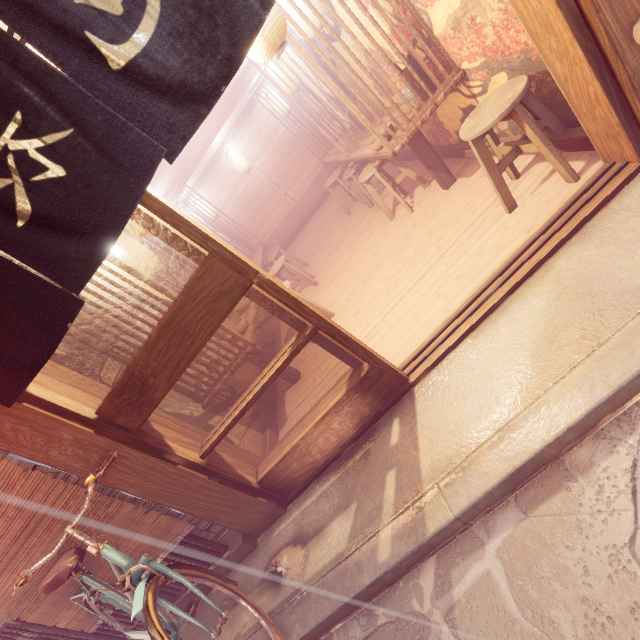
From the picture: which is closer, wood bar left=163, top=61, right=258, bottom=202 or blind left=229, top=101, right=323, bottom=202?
wood bar left=163, top=61, right=258, bottom=202

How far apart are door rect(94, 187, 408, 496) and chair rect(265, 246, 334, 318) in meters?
5.5 m

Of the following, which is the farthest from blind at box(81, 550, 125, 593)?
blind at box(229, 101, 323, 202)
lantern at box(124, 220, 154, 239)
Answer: blind at box(229, 101, 323, 202)

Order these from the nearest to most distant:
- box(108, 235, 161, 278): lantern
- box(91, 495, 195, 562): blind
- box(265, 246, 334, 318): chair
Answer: box(91, 495, 195, 562): blind
box(108, 235, 161, 278): lantern
box(265, 246, 334, 318): chair

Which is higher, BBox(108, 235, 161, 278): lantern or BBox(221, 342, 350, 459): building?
BBox(108, 235, 161, 278): lantern

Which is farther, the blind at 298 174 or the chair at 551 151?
the blind at 298 174

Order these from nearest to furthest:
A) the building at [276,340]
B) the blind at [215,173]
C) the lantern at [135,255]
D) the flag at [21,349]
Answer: the flag at [21,349], the lantern at [135,255], the building at [276,340], the blind at [215,173]

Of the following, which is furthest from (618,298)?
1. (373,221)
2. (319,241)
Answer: (319,241)
